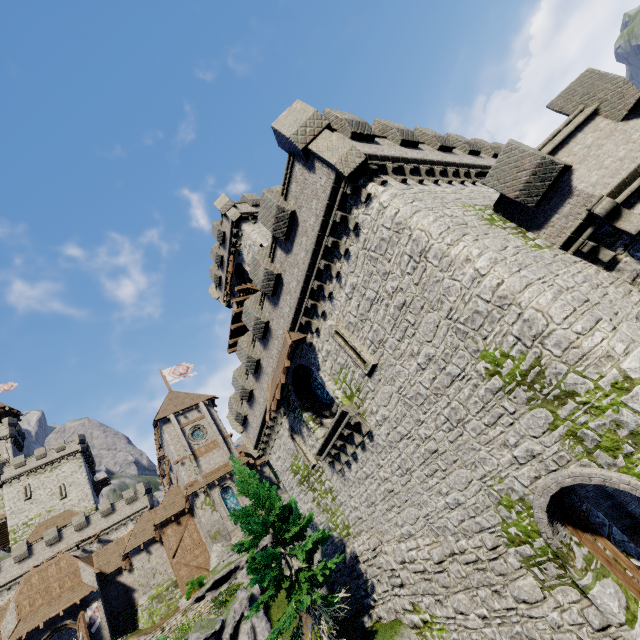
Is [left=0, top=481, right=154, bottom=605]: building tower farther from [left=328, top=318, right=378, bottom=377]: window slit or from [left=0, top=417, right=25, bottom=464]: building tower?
[left=328, top=318, right=378, bottom=377]: window slit

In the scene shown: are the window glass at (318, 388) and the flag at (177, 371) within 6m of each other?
no

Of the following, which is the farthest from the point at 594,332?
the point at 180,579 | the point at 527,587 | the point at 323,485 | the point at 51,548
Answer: the point at 51,548

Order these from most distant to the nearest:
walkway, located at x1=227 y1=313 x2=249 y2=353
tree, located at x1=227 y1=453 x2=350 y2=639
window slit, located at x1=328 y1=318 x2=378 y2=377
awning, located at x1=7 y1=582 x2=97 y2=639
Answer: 1. walkway, located at x1=227 y1=313 x2=249 y2=353
2. awning, located at x1=7 y1=582 x2=97 y2=639
3. tree, located at x1=227 y1=453 x2=350 y2=639
4. window slit, located at x1=328 y1=318 x2=378 y2=377

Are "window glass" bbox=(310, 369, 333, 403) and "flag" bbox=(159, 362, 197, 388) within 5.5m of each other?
no

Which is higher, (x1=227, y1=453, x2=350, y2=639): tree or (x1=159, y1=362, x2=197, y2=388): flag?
(x1=159, y1=362, x2=197, y2=388): flag

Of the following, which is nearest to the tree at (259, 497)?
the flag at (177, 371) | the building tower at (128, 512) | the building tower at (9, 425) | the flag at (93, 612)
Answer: the flag at (93, 612)

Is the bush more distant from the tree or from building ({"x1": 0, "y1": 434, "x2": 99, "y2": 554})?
building ({"x1": 0, "y1": 434, "x2": 99, "y2": 554})
